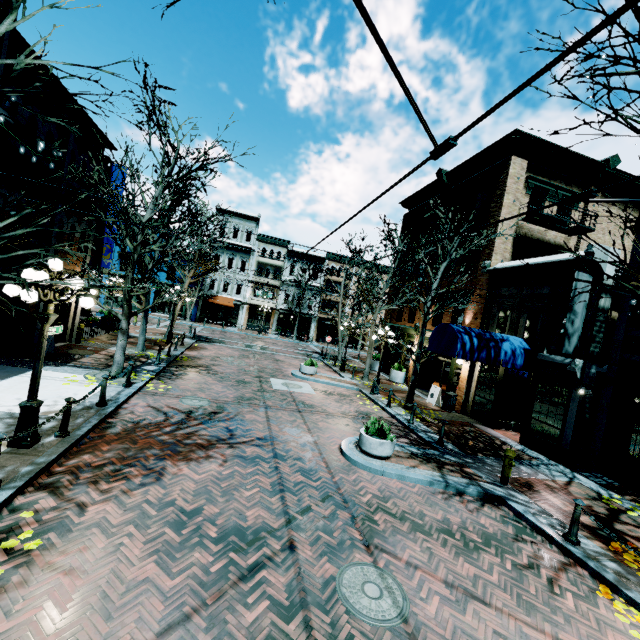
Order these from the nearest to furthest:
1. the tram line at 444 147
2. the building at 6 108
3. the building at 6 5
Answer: the tram line at 444 147 < the building at 6 5 < the building at 6 108

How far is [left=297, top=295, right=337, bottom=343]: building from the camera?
42.1m

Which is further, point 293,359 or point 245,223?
point 245,223

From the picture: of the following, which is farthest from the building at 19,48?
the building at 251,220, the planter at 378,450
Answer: the building at 251,220

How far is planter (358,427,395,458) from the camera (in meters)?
8.70

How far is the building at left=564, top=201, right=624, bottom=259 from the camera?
15.3 meters

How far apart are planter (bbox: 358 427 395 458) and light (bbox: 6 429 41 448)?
7.3 meters
